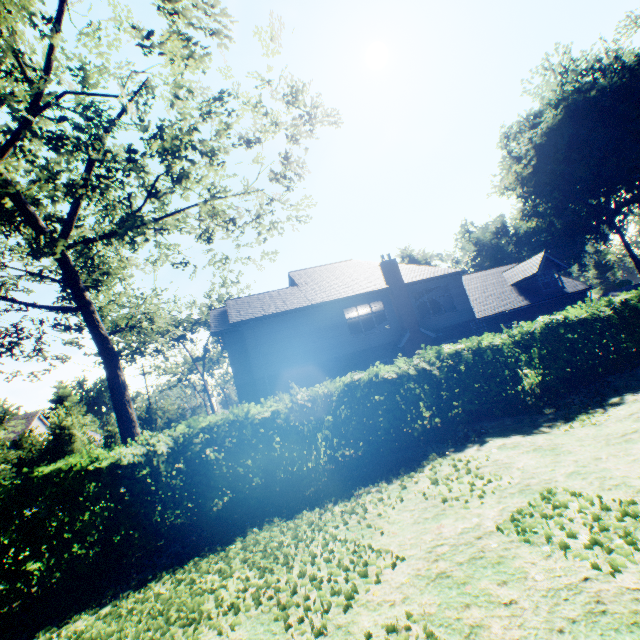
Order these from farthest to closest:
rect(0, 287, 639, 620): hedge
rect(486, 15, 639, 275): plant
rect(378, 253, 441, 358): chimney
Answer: rect(486, 15, 639, 275): plant < rect(378, 253, 441, 358): chimney < rect(0, 287, 639, 620): hedge

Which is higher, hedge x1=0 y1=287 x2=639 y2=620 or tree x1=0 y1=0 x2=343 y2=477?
tree x1=0 y1=0 x2=343 y2=477

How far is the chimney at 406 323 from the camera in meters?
19.8 m

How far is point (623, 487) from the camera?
4.2m

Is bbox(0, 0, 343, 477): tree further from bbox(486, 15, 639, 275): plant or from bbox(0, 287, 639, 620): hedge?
bbox(486, 15, 639, 275): plant

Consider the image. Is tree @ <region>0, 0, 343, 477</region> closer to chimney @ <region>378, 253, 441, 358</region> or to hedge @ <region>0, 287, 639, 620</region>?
hedge @ <region>0, 287, 639, 620</region>

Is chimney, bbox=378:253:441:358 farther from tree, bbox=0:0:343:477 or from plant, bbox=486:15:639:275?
plant, bbox=486:15:639:275

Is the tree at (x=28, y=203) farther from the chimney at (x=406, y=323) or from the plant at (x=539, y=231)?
the chimney at (x=406, y=323)
